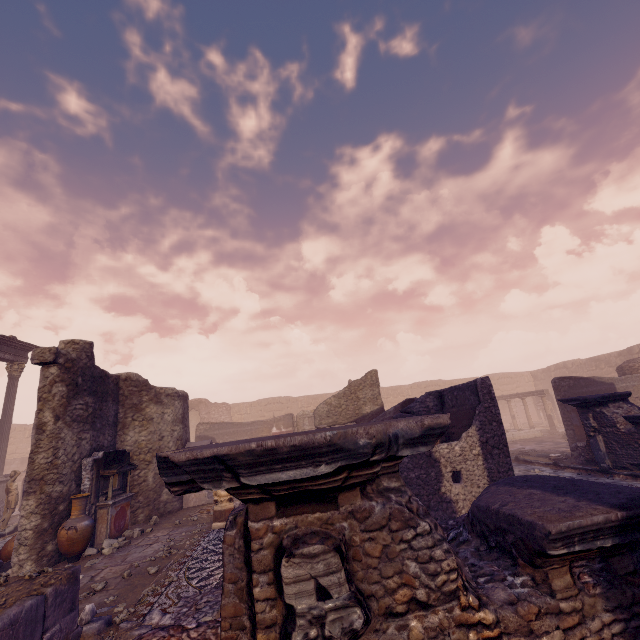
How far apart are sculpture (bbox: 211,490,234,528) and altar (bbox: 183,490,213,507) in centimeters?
281cm

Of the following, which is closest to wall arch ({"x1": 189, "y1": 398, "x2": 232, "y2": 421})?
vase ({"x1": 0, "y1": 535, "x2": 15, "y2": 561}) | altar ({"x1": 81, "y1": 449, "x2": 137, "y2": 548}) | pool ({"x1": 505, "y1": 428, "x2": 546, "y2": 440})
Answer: pool ({"x1": 505, "y1": 428, "x2": 546, "y2": 440})

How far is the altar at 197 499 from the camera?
11.08m

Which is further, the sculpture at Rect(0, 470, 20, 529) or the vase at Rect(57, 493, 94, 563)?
the sculpture at Rect(0, 470, 20, 529)

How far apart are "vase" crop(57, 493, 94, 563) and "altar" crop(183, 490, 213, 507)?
3.65m

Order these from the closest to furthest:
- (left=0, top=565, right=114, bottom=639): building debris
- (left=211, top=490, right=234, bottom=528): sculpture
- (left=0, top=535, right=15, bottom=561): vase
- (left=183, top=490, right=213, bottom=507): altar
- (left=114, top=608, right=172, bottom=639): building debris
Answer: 1. (left=0, top=565, right=114, bottom=639): building debris
2. (left=114, top=608, right=172, bottom=639): building debris
3. (left=0, top=535, right=15, bottom=561): vase
4. (left=211, top=490, right=234, bottom=528): sculpture
5. (left=183, top=490, right=213, bottom=507): altar

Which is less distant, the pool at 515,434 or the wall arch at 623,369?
the wall arch at 623,369

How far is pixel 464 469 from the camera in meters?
7.0
